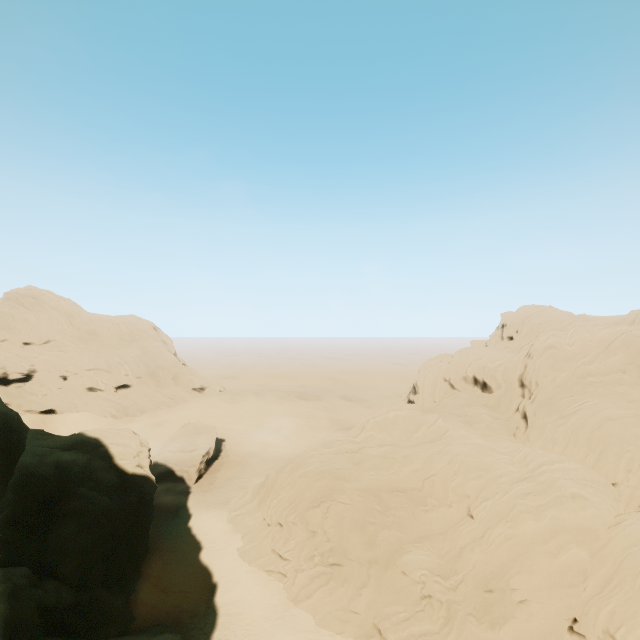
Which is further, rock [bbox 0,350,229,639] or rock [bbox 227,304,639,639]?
rock [bbox 227,304,639,639]

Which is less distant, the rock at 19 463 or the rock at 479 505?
the rock at 19 463

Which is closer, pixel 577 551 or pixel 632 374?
pixel 577 551
